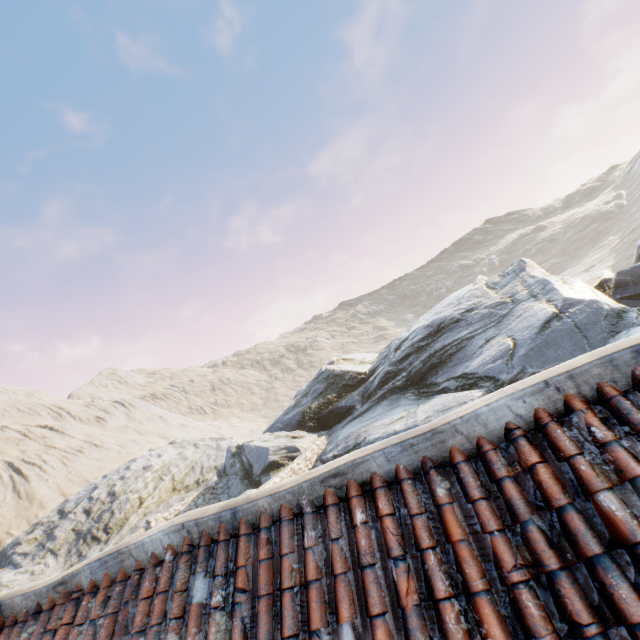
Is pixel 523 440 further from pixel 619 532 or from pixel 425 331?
pixel 425 331
